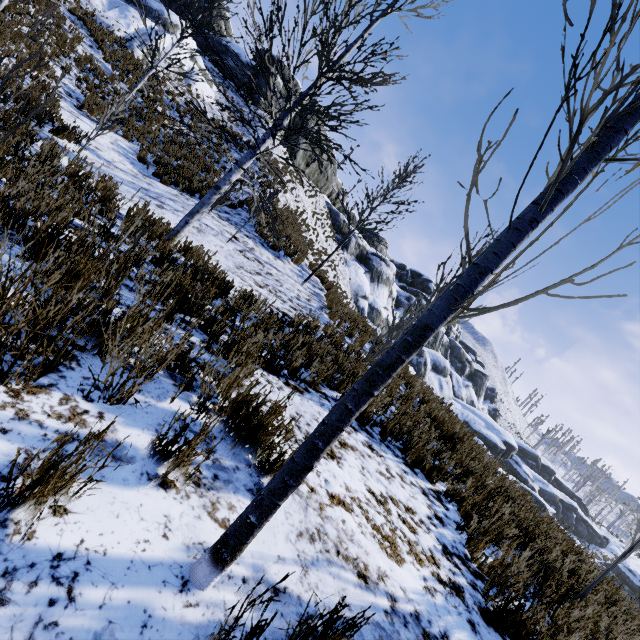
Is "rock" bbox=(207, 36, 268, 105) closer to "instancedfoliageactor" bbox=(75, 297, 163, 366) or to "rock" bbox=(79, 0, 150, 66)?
"instancedfoliageactor" bbox=(75, 297, 163, 366)

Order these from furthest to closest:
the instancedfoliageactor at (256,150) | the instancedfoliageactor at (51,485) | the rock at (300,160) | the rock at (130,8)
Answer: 1. the rock at (300,160)
2. the rock at (130,8)
3. the instancedfoliageactor at (256,150)
4. the instancedfoliageactor at (51,485)

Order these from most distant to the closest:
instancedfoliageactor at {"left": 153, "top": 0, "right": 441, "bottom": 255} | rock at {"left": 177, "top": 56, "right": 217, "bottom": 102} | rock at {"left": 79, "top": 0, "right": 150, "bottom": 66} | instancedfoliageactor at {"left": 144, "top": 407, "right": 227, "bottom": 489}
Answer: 1. rock at {"left": 177, "top": 56, "right": 217, "bottom": 102}
2. rock at {"left": 79, "top": 0, "right": 150, "bottom": 66}
3. instancedfoliageactor at {"left": 153, "top": 0, "right": 441, "bottom": 255}
4. instancedfoliageactor at {"left": 144, "top": 407, "right": 227, "bottom": 489}

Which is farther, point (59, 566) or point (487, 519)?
point (487, 519)

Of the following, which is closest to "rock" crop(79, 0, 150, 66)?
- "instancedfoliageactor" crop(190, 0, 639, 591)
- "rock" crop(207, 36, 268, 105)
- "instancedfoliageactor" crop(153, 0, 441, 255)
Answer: "rock" crop(207, 36, 268, 105)

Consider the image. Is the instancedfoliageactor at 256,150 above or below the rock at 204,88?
below

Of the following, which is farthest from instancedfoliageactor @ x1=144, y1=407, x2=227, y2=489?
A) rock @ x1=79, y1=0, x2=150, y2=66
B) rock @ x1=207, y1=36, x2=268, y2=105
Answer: rock @ x1=79, y1=0, x2=150, y2=66

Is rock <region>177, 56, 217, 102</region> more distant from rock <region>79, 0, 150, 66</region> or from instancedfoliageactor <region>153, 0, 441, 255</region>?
instancedfoliageactor <region>153, 0, 441, 255</region>
